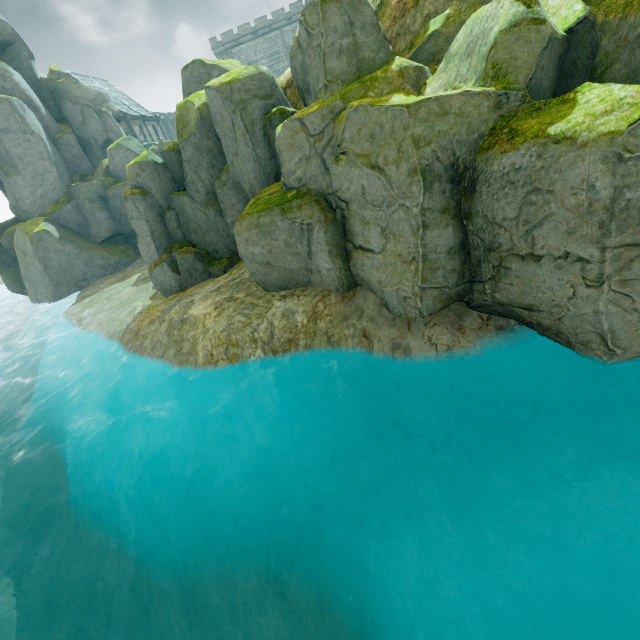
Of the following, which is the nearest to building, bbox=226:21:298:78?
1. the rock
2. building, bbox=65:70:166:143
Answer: building, bbox=65:70:166:143

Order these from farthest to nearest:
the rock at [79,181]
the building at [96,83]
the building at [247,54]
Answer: the building at [247,54] < the building at [96,83] < the rock at [79,181]

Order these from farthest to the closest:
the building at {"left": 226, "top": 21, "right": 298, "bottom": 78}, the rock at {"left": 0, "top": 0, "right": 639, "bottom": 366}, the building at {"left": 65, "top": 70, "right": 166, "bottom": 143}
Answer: the building at {"left": 226, "top": 21, "right": 298, "bottom": 78}, the building at {"left": 65, "top": 70, "right": 166, "bottom": 143}, the rock at {"left": 0, "top": 0, "right": 639, "bottom": 366}

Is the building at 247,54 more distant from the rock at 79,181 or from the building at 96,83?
the rock at 79,181

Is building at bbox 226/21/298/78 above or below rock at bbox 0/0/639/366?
above

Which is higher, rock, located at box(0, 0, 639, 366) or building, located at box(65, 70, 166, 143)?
building, located at box(65, 70, 166, 143)

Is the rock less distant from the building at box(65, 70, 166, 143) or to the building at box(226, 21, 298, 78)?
the building at box(65, 70, 166, 143)

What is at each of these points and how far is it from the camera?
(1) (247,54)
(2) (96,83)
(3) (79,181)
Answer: (1) building, 53.0 meters
(2) building, 40.6 meters
(3) rock, 28.0 meters
